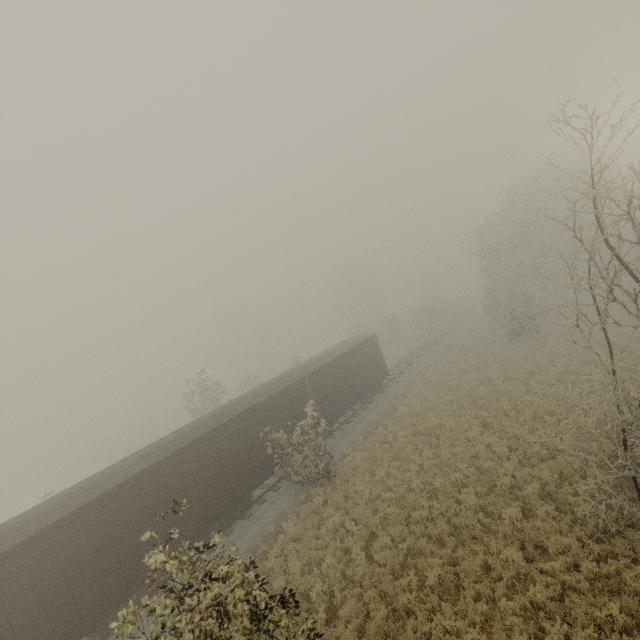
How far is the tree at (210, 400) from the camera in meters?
27.3 m

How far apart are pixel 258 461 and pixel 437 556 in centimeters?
882cm

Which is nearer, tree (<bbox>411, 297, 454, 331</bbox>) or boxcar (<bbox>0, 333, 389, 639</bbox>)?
boxcar (<bbox>0, 333, 389, 639</bbox>)

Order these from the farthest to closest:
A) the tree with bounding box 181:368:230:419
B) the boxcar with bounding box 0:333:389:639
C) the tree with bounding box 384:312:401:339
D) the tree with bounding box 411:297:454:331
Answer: the tree with bounding box 384:312:401:339
the tree with bounding box 411:297:454:331
the tree with bounding box 181:368:230:419
the boxcar with bounding box 0:333:389:639

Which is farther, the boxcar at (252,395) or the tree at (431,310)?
the tree at (431,310)

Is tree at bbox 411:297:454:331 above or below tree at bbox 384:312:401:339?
above

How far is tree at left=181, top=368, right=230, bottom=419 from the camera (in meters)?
27.32

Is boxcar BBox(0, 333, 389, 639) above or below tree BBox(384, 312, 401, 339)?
above
